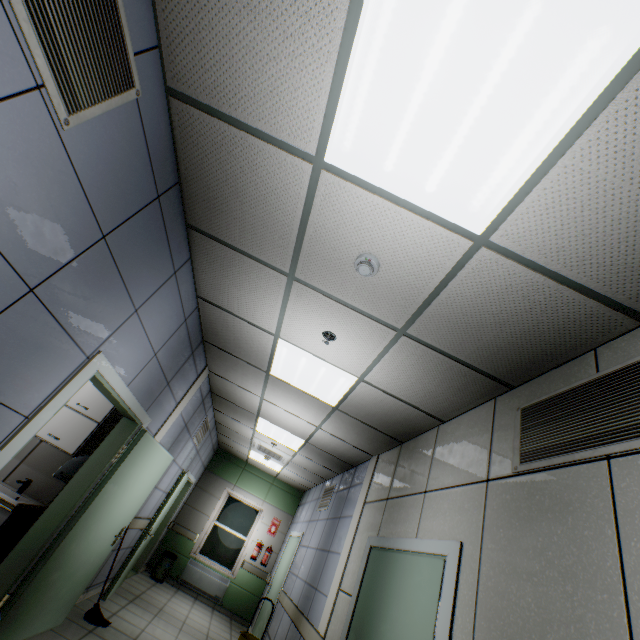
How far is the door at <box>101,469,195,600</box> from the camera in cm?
524

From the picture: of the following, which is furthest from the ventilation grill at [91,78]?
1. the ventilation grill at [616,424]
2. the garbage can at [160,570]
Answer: the garbage can at [160,570]

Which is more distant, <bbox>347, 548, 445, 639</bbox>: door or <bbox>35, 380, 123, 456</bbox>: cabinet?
<bbox>35, 380, 123, 456</bbox>: cabinet

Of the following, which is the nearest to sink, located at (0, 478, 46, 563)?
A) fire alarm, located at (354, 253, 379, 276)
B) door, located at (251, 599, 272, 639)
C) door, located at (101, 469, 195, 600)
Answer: door, located at (101, 469, 195, 600)

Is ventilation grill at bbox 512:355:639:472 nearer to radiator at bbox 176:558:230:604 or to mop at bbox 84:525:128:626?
mop at bbox 84:525:128:626

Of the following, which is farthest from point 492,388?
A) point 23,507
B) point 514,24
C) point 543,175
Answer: point 23,507

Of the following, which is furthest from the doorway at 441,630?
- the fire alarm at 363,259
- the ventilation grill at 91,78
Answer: the ventilation grill at 91,78

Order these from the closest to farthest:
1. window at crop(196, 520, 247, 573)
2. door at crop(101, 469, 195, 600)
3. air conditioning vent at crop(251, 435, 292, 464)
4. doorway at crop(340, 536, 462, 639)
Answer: doorway at crop(340, 536, 462, 639) → door at crop(101, 469, 195, 600) → air conditioning vent at crop(251, 435, 292, 464) → window at crop(196, 520, 247, 573)
